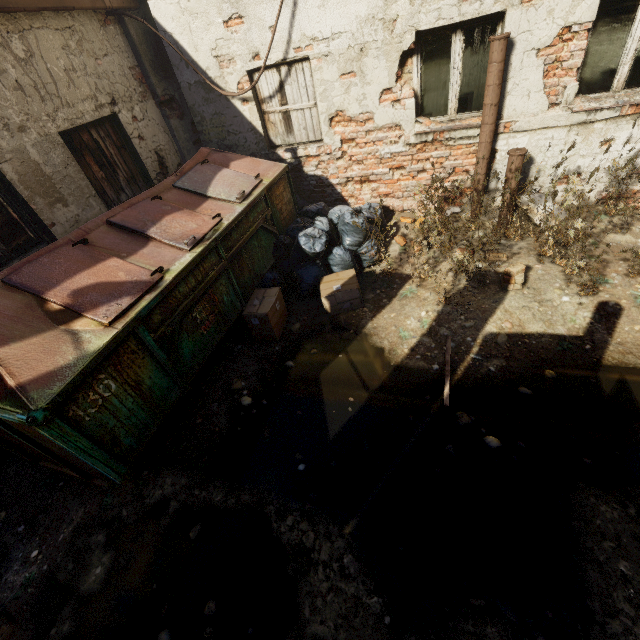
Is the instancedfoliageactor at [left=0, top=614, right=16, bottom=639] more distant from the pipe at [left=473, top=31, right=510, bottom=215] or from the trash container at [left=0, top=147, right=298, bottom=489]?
the pipe at [left=473, top=31, right=510, bottom=215]

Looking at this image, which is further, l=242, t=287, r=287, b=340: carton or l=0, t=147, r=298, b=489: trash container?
l=242, t=287, r=287, b=340: carton

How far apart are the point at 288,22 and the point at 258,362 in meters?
4.6 m

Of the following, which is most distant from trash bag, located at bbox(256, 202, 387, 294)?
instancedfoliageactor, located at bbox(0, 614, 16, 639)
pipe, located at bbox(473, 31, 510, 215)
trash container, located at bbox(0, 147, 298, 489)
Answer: instancedfoliageactor, located at bbox(0, 614, 16, 639)

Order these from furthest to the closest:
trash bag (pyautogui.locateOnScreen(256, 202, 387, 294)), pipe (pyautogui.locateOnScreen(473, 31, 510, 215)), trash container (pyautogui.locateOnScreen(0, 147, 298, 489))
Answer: trash bag (pyautogui.locateOnScreen(256, 202, 387, 294)) < pipe (pyautogui.locateOnScreen(473, 31, 510, 215)) < trash container (pyautogui.locateOnScreen(0, 147, 298, 489))

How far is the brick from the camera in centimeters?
379cm

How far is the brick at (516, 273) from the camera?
3.79m

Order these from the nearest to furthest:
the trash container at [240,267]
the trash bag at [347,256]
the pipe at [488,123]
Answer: the trash container at [240,267] < the pipe at [488,123] < the trash bag at [347,256]
